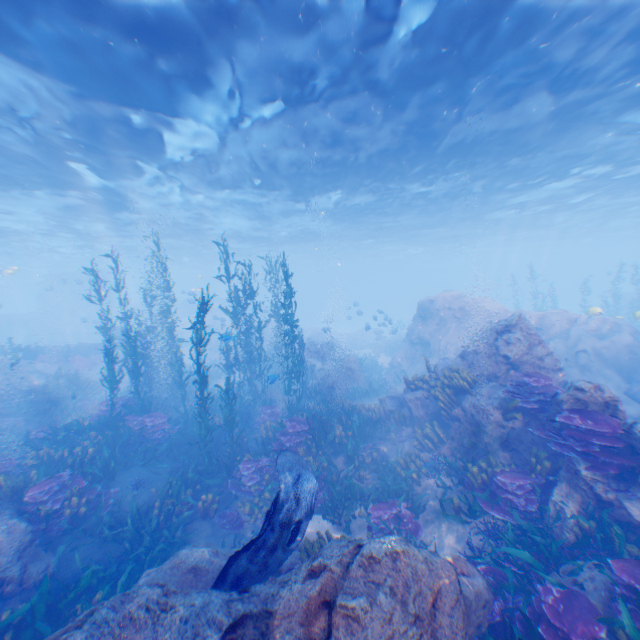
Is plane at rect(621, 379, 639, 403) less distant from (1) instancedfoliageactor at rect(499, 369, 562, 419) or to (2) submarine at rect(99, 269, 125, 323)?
(1) instancedfoliageactor at rect(499, 369, 562, 419)

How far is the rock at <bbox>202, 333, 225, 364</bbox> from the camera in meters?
22.8

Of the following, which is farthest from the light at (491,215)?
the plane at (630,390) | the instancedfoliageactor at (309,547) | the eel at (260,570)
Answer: the instancedfoliageactor at (309,547)

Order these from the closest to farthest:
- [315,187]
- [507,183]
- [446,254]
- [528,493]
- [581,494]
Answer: [581,494] → [528,493] → [315,187] → [507,183] → [446,254]

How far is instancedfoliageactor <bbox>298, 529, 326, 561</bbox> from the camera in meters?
6.3 m

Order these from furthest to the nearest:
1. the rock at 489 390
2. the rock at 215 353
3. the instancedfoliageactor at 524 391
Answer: the rock at 215 353 → the instancedfoliageactor at 524 391 → the rock at 489 390

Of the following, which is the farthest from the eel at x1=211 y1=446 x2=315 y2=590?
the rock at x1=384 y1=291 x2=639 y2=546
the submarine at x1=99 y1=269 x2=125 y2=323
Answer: the submarine at x1=99 y1=269 x2=125 y2=323

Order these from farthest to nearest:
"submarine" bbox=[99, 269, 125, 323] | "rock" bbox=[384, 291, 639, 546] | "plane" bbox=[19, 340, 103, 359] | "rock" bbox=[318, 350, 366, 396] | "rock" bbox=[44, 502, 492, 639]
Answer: "submarine" bbox=[99, 269, 125, 323]
"plane" bbox=[19, 340, 103, 359]
"rock" bbox=[318, 350, 366, 396]
"rock" bbox=[384, 291, 639, 546]
"rock" bbox=[44, 502, 492, 639]
